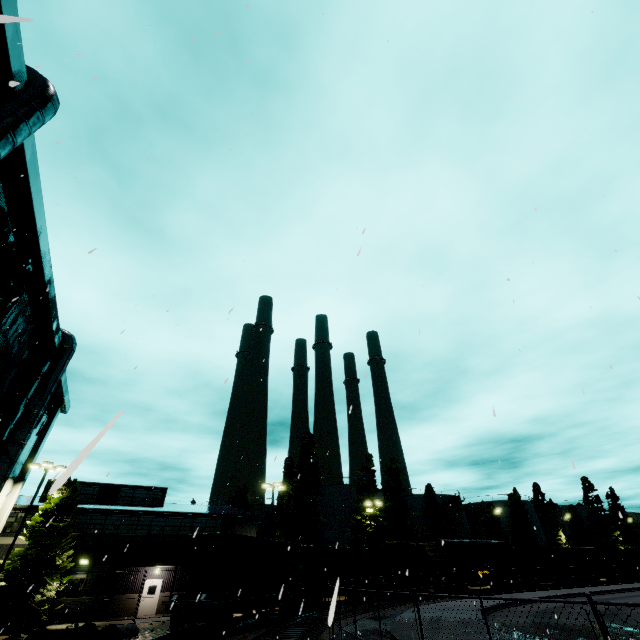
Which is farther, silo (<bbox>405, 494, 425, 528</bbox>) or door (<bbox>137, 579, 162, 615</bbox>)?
silo (<bbox>405, 494, 425, 528</bbox>)

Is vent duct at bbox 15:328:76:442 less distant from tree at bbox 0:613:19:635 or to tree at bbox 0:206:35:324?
tree at bbox 0:206:35:324

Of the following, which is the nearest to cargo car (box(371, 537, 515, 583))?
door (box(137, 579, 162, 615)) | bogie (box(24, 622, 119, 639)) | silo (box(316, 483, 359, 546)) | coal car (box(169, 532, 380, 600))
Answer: coal car (box(169, 532, 380, 600))

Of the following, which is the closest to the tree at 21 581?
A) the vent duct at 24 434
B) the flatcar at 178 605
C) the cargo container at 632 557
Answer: the vent duct at 24 434

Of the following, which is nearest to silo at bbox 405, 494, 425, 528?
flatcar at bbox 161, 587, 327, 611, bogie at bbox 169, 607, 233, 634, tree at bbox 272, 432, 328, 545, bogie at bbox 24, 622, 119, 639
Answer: tree at bbox 272, 432, 328, 545

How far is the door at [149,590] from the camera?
28.6 meters

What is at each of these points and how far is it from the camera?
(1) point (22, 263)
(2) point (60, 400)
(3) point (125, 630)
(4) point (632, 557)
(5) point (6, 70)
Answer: (1) tree, 15.22m
(2) building, 28.11m
(3) concrete pipe, 17.86m
(4) cargo container, 51.91m
(5) building, 9.98m

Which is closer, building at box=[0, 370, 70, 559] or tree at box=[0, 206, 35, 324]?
tree at box=[0, 206, 35, 324]
